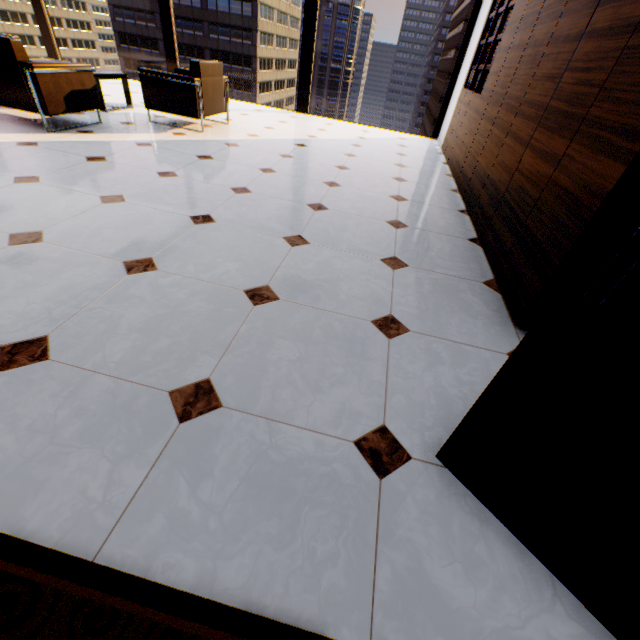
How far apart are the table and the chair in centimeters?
72cm

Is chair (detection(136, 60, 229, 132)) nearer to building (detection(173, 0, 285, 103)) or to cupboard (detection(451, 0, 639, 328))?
cupboard (detection(451, 0, 639, 328))

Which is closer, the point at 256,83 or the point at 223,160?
the point at 223,160

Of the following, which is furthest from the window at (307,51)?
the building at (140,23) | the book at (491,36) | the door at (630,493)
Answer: the building at (140,23)

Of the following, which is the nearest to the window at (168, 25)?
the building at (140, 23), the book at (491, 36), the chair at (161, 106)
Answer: the book at (491, 36)

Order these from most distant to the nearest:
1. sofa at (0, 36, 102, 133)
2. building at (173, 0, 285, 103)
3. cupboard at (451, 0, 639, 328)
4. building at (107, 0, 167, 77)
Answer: building at (107, 0, 167, 77) < building at (173, 0, 285, 103) < sofa at (0, 36, 102, 133) < cupboard at (451, 0, 639, 328)

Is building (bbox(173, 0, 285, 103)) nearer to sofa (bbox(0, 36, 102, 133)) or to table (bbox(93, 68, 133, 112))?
table (bbox(93, 68, 133, 112))

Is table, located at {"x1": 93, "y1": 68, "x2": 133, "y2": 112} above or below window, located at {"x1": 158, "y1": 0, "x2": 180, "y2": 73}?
below
